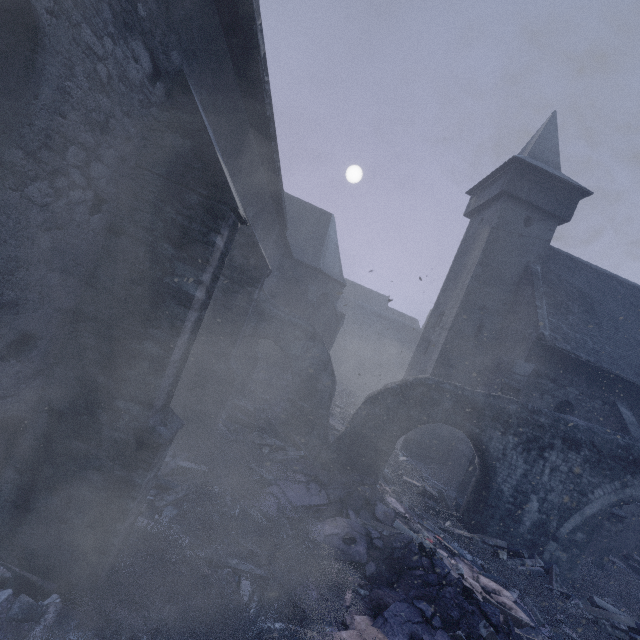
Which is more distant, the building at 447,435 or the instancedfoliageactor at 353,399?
the instancedfoliageactor at 353,399

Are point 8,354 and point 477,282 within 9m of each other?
no

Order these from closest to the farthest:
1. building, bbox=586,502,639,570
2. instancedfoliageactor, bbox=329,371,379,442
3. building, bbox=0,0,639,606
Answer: building, bbox=0,0,639,606 < building, bbox=586,502,639,570 < instancedfoliageactor, bbox=329,371,379,442

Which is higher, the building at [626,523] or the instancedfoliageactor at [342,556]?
the building at [626,523]

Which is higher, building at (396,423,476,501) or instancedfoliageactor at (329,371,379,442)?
building at (396,423,476,501)

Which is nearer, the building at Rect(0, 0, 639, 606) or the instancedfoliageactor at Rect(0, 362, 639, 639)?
the building at Rect(0, 0, 639, 606)
